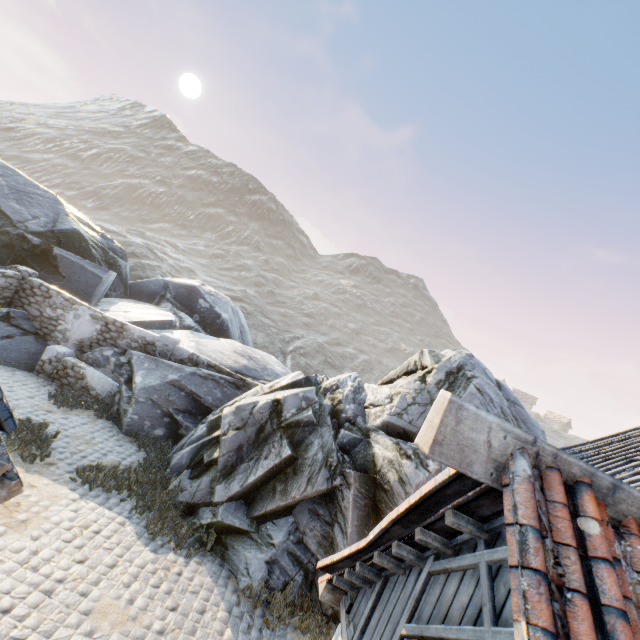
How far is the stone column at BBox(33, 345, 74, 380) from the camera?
12.01m

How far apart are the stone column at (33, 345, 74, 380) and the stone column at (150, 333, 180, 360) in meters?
2.7

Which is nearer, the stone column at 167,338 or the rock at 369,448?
the rock at 369,448

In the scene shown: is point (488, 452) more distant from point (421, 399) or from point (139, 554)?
point (139, 554)

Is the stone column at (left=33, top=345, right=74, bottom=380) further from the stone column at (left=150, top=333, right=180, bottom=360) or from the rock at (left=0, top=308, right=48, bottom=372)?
the stone column at (left=150, top=333, right=180, bottom=360)

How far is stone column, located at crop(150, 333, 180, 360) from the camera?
13.0m
